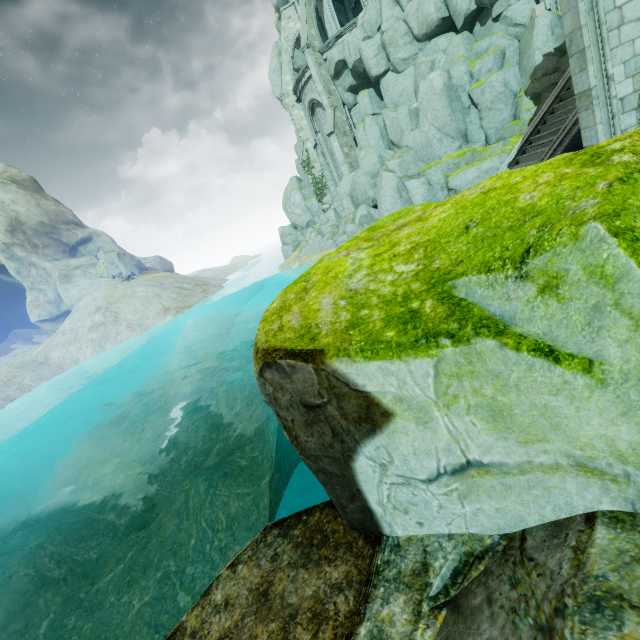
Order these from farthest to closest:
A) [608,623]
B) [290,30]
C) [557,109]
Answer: [290,30], [557,109], [608,623]

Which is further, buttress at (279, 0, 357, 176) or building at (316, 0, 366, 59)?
buttress at (279, 0, 357, 176)

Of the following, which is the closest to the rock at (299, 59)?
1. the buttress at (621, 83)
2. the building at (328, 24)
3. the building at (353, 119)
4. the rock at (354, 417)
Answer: the building at (328, 24)

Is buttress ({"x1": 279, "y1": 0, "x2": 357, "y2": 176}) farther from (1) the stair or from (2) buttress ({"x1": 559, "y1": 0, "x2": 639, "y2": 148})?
(2) buttress ({"x1": 559, "y1": 0, "x2": 639, "y2": 148})

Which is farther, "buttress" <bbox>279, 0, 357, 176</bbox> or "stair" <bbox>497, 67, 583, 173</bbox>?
"buttress" <bbox>279, 0, 357, 176</bbox>

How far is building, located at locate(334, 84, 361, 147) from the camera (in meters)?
27.22

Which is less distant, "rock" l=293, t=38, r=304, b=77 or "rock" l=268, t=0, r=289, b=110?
"rock" l=268, t=0, r=289, b=110

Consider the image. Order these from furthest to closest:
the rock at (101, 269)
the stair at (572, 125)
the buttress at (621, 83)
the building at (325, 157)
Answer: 1. the rock at (101, 269)
2. the building at (325, 157)
3. the stair at (572, 125)
4. the buttress at (621, 83)
